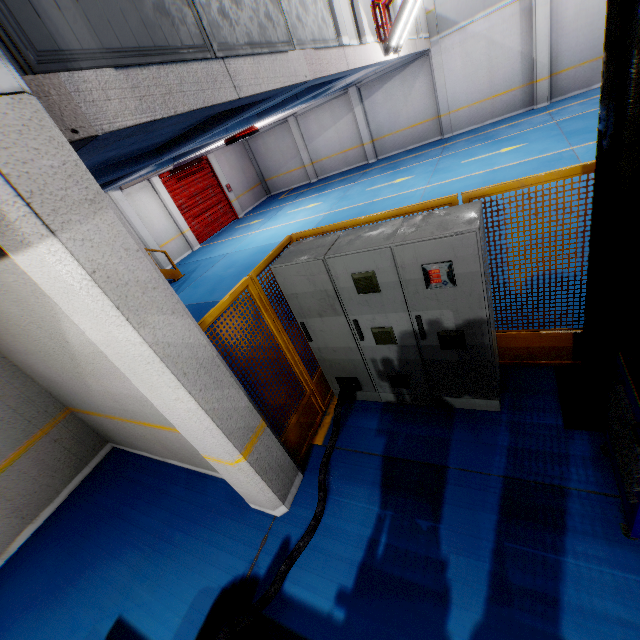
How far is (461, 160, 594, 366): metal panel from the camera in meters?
2.7 m

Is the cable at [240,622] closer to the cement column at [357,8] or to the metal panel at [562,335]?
the metal panel at [562,335]

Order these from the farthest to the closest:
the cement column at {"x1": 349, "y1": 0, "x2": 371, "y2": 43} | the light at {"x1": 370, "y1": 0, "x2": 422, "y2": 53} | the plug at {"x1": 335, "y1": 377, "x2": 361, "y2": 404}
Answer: the light at {"x1": 370, "y1": 0, "x2": 422, "y2": 53}
the cement column at {"x1": 349, "y1": 0, "x2": 371, "y2": 43}
the plug at {"x1": 335, "y1": 377, "x2": 361, "y2": 404}

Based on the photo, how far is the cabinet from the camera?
2.73m

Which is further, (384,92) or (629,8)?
(384,92)

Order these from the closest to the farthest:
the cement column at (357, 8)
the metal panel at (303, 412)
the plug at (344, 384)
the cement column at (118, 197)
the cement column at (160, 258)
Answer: the metal panel at (303, 412) < the plug at (344, 384) < the cement column at (357, 8) < the cement column at (118, 197) < the cement column at (160, 258)

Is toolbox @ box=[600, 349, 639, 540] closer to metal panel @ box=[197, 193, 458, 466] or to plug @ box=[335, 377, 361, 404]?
metal panel @ box=[197, 193, 458, 466]
